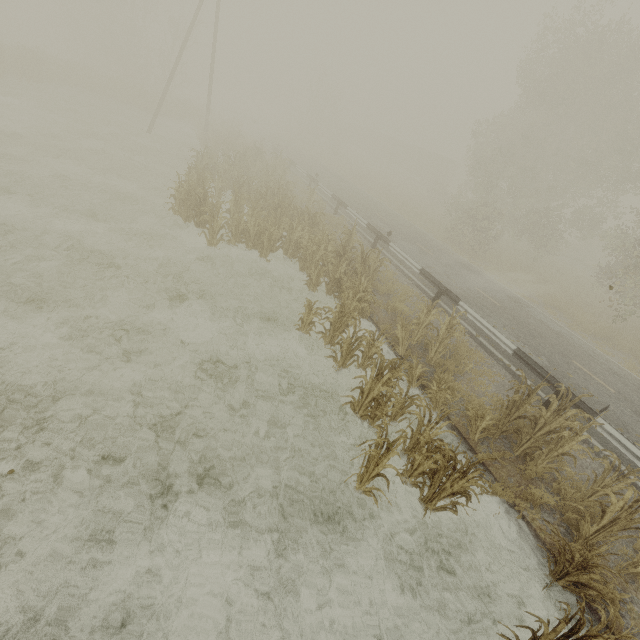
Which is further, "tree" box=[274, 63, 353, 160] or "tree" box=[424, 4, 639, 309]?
"tree" box=[274, 63, 353, 160]

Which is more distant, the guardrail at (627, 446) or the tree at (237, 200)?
the guardrail at (627, 446)

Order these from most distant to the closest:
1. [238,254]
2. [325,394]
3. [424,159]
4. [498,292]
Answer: [424,159], [498,292], [238,254], [325,394]

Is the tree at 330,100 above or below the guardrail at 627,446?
above

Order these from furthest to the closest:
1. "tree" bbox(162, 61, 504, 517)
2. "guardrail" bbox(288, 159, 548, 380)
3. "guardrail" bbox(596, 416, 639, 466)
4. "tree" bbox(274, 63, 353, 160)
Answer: "tree" bbox(274, 63, 353, 160) < "guardrail" bbox(288, 159, 548, 380) < "guardrail" bbox(596, 416, 639, 466) < "tree" bbox(162, 61, 504, 517)

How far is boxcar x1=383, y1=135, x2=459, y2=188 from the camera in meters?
49.1

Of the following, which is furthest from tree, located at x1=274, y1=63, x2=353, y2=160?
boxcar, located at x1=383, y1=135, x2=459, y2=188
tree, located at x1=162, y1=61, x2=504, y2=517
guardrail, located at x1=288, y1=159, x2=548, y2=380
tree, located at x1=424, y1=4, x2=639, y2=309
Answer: tree, located at x1=162, y1=61, x2=504, y2=517

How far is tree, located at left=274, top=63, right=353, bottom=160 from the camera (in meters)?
46.69
